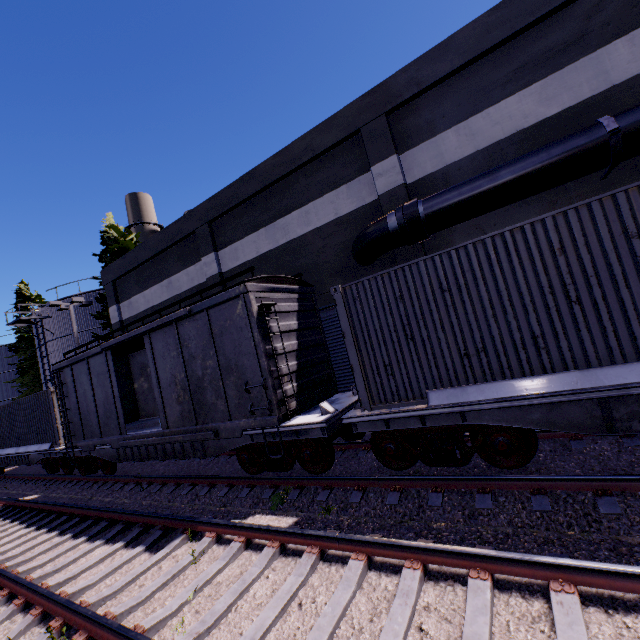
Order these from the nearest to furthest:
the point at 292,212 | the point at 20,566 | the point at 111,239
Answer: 1. the point at 20,566
2. the point at 292,212
3. the point at 111,239

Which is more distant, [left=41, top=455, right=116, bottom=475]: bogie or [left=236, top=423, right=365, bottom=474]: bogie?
[left=41, top=455, right=116, bottom=475]: bogie

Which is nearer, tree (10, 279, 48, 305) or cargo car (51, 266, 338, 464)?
cargo car (51, 266, 338, 464)

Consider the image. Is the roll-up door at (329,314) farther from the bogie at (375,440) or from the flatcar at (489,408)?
the bogie at (375,440)

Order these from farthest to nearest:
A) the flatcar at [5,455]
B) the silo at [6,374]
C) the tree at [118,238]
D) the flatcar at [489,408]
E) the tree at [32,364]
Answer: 1. the silo at [6,374]
2. the tree at [32,364]
3. the tree at [118,238]
4. the flatcar at [5,455]
5. the flatcar at [489,408]

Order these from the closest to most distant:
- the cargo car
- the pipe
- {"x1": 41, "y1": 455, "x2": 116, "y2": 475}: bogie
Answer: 1. the pipe
2. the cargo car
3. {"x1": 41, "y1": 455, "x2": 116, "y2": 475}: bogie

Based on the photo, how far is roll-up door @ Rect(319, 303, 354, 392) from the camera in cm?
1239

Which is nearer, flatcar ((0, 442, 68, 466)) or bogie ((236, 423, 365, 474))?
bogie ((236, 423, 365, 474))
